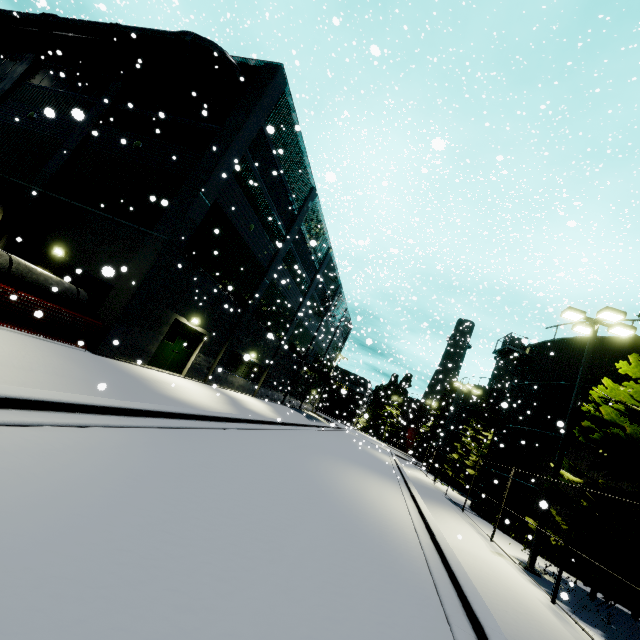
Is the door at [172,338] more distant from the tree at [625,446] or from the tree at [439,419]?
the tree at [439,419]

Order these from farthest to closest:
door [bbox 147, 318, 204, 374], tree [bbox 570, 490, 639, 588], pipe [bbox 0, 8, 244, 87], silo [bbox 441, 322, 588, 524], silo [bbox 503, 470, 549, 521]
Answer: silo [bbox 441, 322, 588, 524], silo [bbox 503, 470, 549, 521], door [bbox 147, 318, 204, 374], pipe [bbox 0, 8, 244, 87], tree [bbox 570, 490, 639, 588]

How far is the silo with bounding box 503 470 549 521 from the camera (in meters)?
16.94

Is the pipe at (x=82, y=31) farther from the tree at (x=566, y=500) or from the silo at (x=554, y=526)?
the tree at (x=566, y=500)

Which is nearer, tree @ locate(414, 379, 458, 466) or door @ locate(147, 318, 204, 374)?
door @ locate(147, 318, 204, 374)

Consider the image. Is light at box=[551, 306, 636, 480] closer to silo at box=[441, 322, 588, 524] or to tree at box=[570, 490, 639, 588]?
tree at box=[570, 490, 639, 588]

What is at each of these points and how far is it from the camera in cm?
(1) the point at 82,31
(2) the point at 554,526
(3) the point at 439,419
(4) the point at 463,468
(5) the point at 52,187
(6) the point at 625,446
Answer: (1) pipe, 1655
(2) silo, 1590
(3) tree, 5009
(4) tree, 3131
(5) building, 1536
(6) tree, 998
